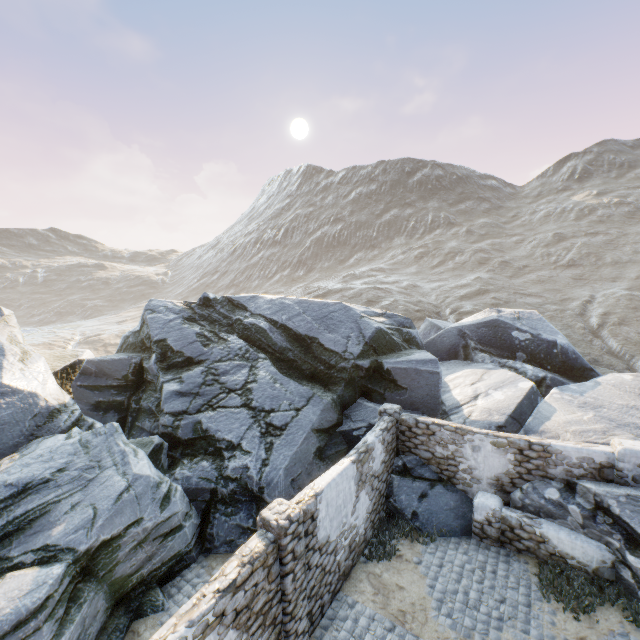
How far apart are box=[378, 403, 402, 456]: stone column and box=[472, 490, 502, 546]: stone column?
2.53m

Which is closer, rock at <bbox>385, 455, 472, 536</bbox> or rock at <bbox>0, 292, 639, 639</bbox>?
rock at <bbox>0, 292, 639, 639</bbox>

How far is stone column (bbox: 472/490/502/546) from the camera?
9.1 meters

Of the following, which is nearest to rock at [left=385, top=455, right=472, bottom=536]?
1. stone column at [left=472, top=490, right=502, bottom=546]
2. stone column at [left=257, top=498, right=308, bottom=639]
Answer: stone column at [left=472, top=490, right=502, bottom=546]

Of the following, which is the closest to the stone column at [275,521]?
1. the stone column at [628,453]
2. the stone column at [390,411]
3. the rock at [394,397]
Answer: the rock at [394,397]

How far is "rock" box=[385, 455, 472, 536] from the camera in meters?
9.8

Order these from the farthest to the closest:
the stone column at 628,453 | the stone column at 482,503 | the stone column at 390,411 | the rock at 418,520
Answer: the stone column at 390,411 → the rock at 418,520 → the stone column at 482,503 → the stone column at 628,453

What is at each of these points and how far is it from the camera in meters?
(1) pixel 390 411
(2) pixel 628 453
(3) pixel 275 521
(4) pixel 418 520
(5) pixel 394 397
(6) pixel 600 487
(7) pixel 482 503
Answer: (1) stone column, 11.1 m
(2) stone column, 8.1 m
(3) stone column, 6.1 m
(4) rock, 9.9 m
(5) rock, 13.3 m
(6) rock, 8.2 m
(7) stone column, 9.3 m
